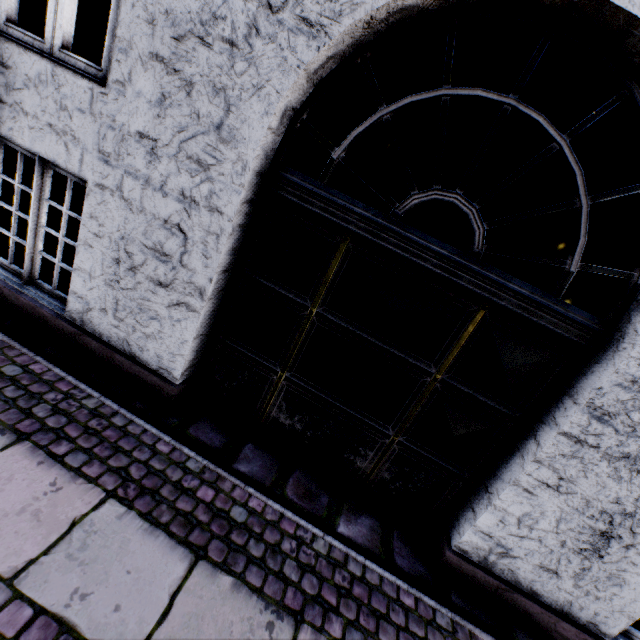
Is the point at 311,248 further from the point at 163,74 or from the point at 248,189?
the point at 163,74
